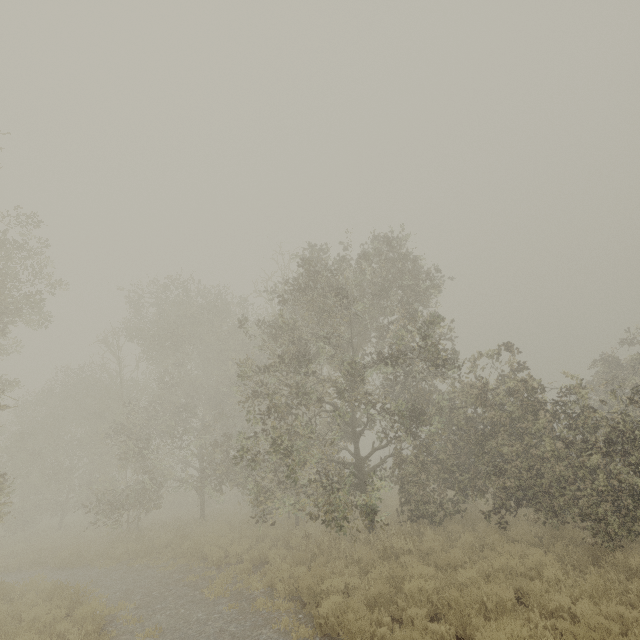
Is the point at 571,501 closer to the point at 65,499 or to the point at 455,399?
the point at 455,399
